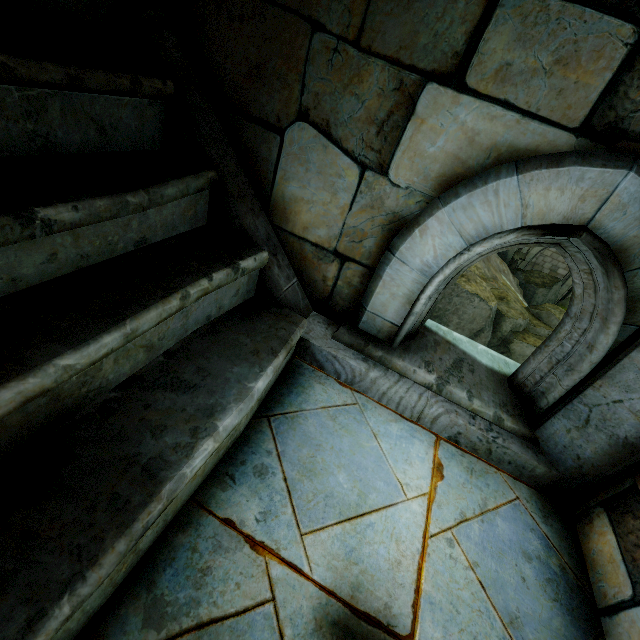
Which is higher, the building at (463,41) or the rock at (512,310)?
the building at (463,41)

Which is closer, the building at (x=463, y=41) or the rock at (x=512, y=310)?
the building at (x=463, y=41)

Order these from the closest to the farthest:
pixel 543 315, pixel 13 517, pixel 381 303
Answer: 1. pixel 13 517
2. pixel 381 303
3. pixel 543 315

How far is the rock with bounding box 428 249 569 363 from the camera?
14.08m

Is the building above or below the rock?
above

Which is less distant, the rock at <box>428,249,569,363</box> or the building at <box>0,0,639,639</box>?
the building at <box>0,0,639,639</box>
